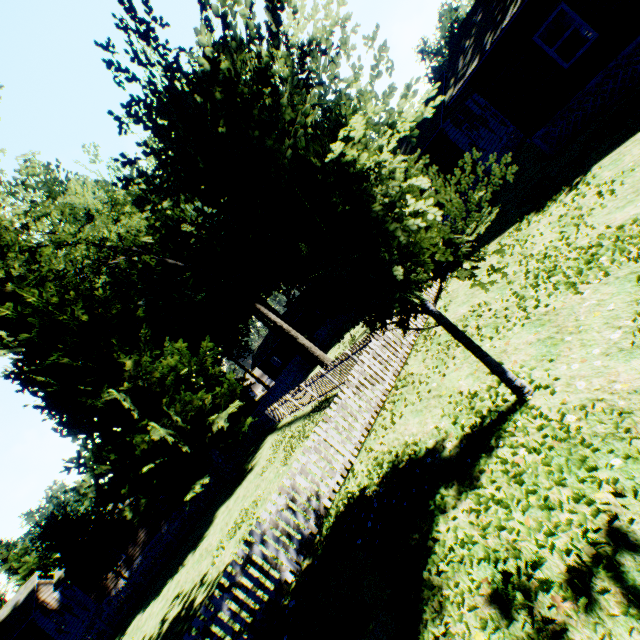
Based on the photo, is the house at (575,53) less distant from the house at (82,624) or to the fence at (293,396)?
the fence at (293,396)

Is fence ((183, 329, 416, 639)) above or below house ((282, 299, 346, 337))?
below

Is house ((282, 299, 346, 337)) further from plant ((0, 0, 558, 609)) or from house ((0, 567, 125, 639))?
house ((0, 567, 125, 639))

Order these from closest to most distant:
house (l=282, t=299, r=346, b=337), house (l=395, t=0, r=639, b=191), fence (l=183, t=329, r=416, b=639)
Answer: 1. fence (l=183, t=329, r=416, b=639)
2. house (l=395, t=0, r=639, b=191)
3. house (l=282, t=299, r=346, b=337)

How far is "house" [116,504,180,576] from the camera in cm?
2695

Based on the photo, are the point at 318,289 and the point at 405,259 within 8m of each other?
yes

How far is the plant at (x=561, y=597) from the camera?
2.7m

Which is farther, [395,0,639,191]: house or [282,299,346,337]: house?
[282,299,346,337]: house
